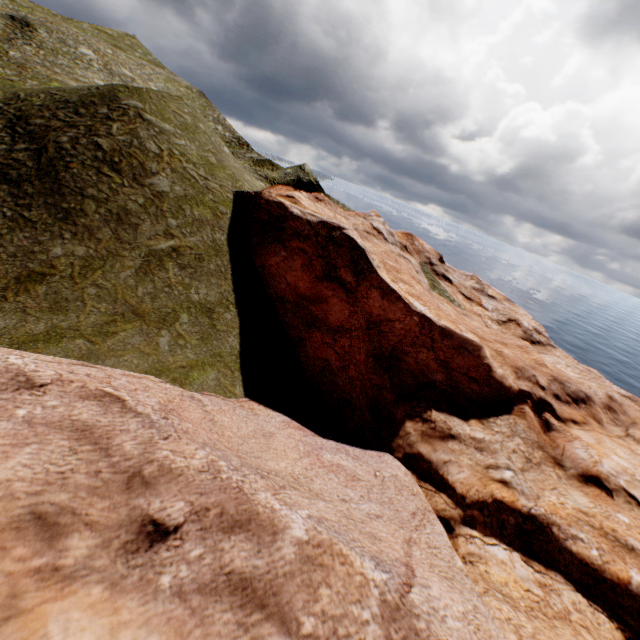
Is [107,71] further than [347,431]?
Yes
